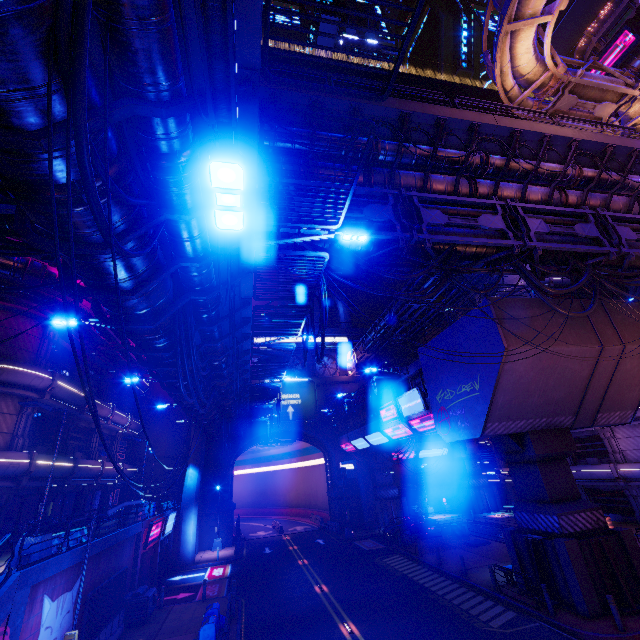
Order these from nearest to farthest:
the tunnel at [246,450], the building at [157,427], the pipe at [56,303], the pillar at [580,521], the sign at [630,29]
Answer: the pillar at [580,521] → the pipe at [56,303] → the sign at [630,29] → the building at [157,427] → the tunnel at [246,450]

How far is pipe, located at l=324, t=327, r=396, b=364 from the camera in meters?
42.7 m

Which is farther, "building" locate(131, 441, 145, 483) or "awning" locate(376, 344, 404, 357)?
"awning" locate(376, 344, 404, 357)

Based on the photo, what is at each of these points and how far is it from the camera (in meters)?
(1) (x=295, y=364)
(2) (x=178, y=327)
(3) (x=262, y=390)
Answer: (1) vent, 48.44
(2) cable, 9.20
(3) fence, 24.22

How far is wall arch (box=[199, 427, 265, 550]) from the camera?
35.19m

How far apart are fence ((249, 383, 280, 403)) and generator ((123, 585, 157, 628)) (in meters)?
12.21

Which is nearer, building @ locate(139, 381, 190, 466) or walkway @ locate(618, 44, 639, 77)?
walkway @ locate(618, 44, 639, 77)

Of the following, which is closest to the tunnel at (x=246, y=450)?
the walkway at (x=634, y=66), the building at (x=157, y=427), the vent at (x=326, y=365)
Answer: the building at (x=157, y=427)
